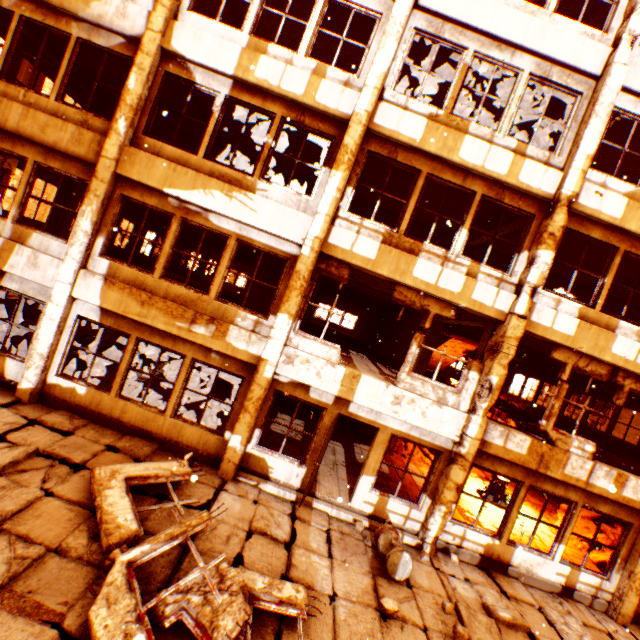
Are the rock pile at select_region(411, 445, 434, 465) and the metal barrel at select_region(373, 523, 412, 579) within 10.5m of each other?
yes

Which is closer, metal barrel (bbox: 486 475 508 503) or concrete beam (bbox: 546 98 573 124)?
concrete beam (bbox: 546 98 573 124)

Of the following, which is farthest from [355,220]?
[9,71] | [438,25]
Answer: [9,71]

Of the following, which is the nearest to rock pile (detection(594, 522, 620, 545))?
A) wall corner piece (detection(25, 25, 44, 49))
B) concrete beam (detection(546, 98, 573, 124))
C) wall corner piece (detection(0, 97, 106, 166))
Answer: concrete beam (detection(546, 98, 573, 124))

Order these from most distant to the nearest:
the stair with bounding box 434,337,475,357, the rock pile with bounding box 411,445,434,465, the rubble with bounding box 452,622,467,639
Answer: the stair with bounding box 434,337,475,357, the rock pile with bounding box 411,445,434,465, the rubble with bounding box 452,622,467,639

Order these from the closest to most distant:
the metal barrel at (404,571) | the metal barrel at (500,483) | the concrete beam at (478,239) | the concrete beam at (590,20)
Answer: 1. the metal barrel at (404,571)
2. the concrete beam at (590,20)
3. the concrete beam at (478,239)
4. the metal barrel at (500,483)

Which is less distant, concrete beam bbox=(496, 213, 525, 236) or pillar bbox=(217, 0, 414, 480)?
pillar bbox=(217, 0, 414, 480)

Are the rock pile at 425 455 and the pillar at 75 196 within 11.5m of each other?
no
